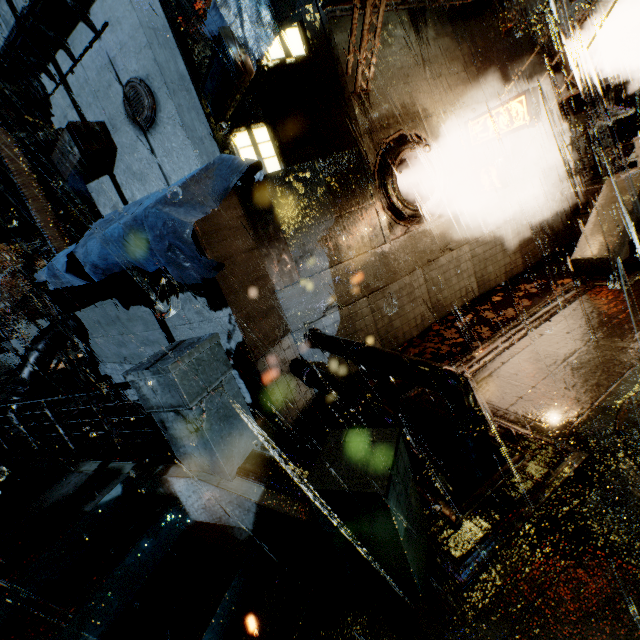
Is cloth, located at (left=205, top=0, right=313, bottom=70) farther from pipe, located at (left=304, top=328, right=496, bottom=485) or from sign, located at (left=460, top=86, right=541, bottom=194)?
pipe, located at (left=304, top=328, right=496, bottom=485)

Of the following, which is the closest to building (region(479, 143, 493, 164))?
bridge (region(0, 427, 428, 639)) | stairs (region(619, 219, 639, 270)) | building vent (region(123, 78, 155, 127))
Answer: bridge (region(0, 427, 428, 639))

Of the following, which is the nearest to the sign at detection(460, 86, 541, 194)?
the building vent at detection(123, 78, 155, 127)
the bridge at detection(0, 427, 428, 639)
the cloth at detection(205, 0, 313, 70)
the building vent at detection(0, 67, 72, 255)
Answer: the cloth at detection(205, 0, 313, 70)

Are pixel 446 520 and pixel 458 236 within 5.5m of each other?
no

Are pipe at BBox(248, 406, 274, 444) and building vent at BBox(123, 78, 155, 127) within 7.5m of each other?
yes

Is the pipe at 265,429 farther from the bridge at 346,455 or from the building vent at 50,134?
the building vent at 50,134

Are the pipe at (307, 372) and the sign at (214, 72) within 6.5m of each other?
yes

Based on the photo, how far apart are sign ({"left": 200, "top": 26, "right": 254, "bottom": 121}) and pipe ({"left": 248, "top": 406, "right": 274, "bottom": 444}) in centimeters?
630cm
